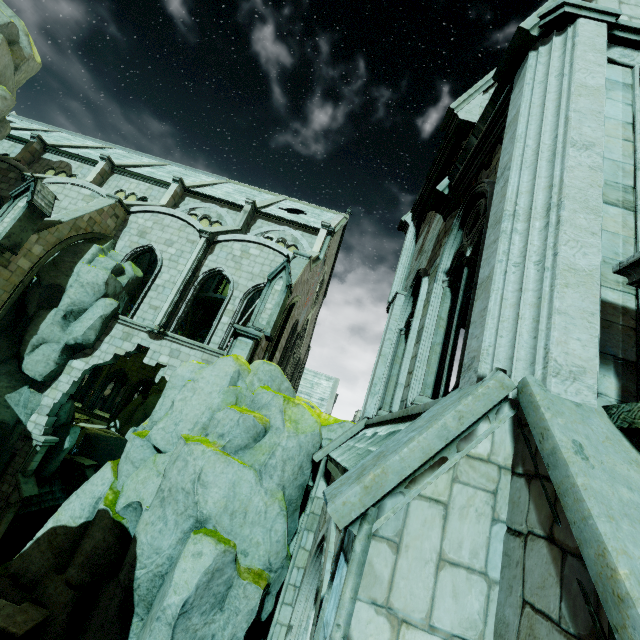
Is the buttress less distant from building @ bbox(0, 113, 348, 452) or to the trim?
building @ bbox(0, 113, 348, 452)

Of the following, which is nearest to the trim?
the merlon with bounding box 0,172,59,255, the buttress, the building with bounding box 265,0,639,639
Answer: the building with bounding box 265,0,639,639

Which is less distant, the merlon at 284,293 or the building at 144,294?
the merlon at 284,293

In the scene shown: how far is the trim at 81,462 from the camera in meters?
18.6 m

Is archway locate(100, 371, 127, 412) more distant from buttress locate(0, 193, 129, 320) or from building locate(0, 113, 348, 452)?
buttress locate(0, 193, 129, 320)

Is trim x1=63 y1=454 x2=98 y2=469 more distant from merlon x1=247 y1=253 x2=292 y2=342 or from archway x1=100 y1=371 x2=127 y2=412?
merlon x1=247 y1=253 x2=292 y2=342

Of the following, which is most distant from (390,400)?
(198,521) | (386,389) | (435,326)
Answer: (198,521)

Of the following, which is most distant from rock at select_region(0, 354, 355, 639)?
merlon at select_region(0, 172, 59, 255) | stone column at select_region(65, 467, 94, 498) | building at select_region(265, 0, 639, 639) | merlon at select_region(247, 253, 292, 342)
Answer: merlon at select_region(0, 172, 59, 255)
